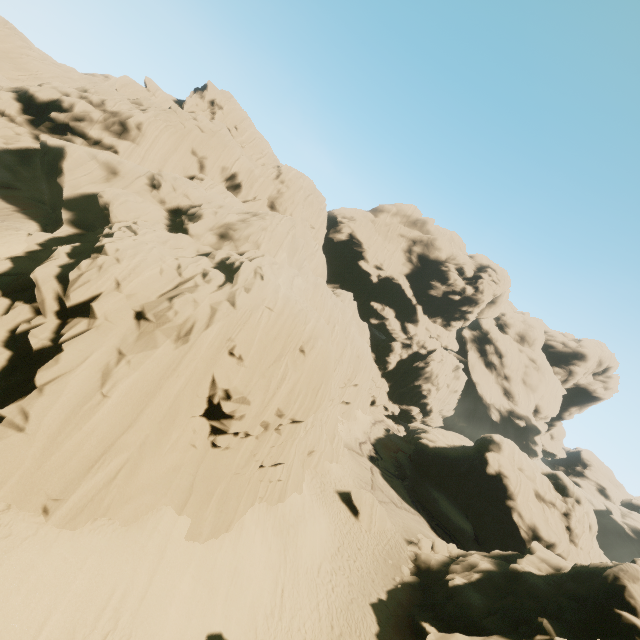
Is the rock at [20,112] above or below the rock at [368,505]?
above

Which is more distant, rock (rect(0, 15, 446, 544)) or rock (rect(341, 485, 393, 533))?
rock (rect(341, 485, 393, 533))

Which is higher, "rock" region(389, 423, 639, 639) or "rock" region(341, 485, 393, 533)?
"rock" region(389, 423, 639, 639)

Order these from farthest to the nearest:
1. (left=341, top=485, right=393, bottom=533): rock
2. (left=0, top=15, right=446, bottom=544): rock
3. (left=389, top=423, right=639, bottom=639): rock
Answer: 1. (left=341, top=485, right=393, bottom=533): rock
2. (left=389, top=423, right=639, bottom=639): rock
3. (left=0, top=15, right=446, bottom=544): rock

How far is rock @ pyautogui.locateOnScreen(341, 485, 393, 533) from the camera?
25.1m

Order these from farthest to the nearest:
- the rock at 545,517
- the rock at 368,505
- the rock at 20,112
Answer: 1. the rock at 368,505
2. the rock at 545,517
3. the rock at 20,112

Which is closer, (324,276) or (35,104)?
(35,104)
